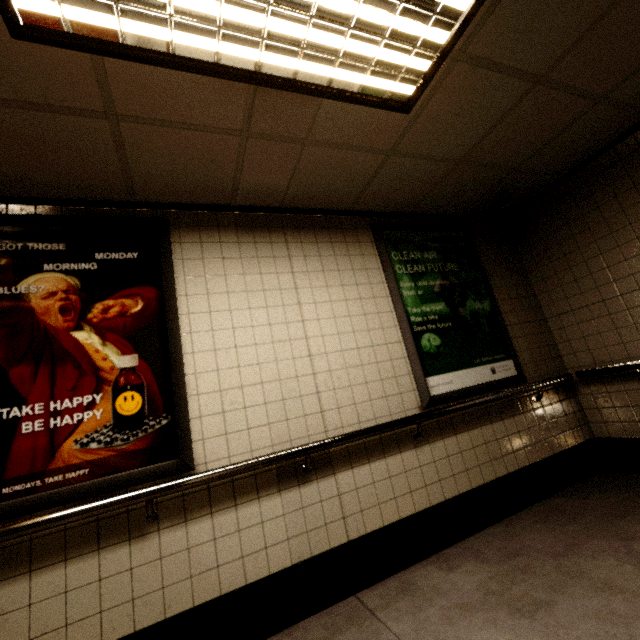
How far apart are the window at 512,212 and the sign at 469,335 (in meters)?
0.37

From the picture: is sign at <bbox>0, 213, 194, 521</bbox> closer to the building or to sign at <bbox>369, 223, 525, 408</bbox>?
the building

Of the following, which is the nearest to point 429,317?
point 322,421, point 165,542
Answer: point 322,421

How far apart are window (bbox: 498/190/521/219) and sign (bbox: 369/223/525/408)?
0.4m

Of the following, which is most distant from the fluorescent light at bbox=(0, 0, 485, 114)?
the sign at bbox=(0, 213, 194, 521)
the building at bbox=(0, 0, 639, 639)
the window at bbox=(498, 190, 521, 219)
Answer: the window at bbox=(498, 190, 521, 219)

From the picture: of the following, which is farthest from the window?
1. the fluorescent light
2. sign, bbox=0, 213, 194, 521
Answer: sign, bbox=0, 213, 194, 521

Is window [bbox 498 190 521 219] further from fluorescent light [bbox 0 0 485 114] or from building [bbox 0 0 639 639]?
fluorescent light [bbox 0 0 485 114]

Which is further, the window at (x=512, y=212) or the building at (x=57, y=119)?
the window at (x=512, y=212)
